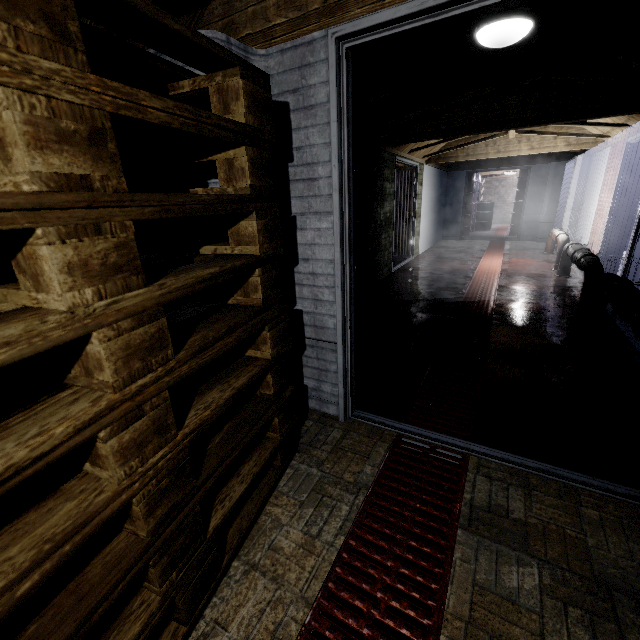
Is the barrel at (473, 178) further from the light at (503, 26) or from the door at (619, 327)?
the light at (503, 26)

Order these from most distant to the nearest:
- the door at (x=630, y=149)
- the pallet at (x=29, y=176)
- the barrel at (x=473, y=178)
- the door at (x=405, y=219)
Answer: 1. the barrel at (x=473, y=178)
2. the door at (x=405, y=219)
3. the door at (x=630, y=149)
4. the pallet at (x=29, y=176)

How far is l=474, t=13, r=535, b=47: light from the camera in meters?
1.9

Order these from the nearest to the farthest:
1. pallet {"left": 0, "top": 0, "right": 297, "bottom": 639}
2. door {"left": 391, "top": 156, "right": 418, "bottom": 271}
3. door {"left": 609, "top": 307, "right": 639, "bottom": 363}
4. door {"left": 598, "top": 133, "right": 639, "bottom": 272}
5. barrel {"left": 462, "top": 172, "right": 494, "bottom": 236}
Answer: pallet {"left": 0, "top": 0, "right": 297, "bottom": 639} → door {"left": 609, "top": 307, "right": 639, "bottom": 363} → door {"left": 598, "top": 133, "right": 639, "bottom": 272} → door {"left": 391, "top": 156, "right": 418, "bottom": 271} → barrel {"left": 462, "top": 172, "right": 494, "bottom": 236}

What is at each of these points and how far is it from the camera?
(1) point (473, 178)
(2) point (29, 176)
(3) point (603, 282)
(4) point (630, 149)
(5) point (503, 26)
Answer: (1) barrel, 10.34m
(2) pallet, 0.53m
(3) pipe, 2.86m
(4) door, 4.76m
(5) light, 1.94m

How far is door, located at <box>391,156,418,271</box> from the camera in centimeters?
605cm

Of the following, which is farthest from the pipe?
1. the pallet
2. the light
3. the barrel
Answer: the barrel

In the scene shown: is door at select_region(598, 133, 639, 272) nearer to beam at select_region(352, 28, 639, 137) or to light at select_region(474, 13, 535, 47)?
beam at select_region(352, 28, 639, 137)
